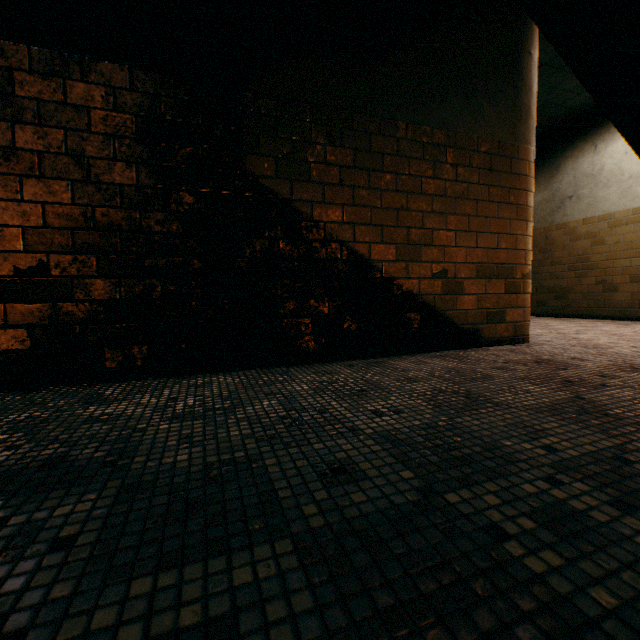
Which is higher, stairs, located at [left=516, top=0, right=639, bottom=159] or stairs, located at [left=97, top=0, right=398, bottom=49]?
stairs, located at [left=97, top=0, right=398, bottom=49]

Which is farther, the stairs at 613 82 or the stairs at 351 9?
the stairs at 351 9

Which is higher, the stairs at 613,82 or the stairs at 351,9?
the stairs at 351,9

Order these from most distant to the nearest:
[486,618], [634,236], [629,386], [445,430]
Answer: [634,236] → [629,386] → [445,430] → [486,618]

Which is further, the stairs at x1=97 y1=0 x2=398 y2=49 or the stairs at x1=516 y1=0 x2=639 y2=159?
the stairs at x1=97 y1=0 x2=398 y2=49
